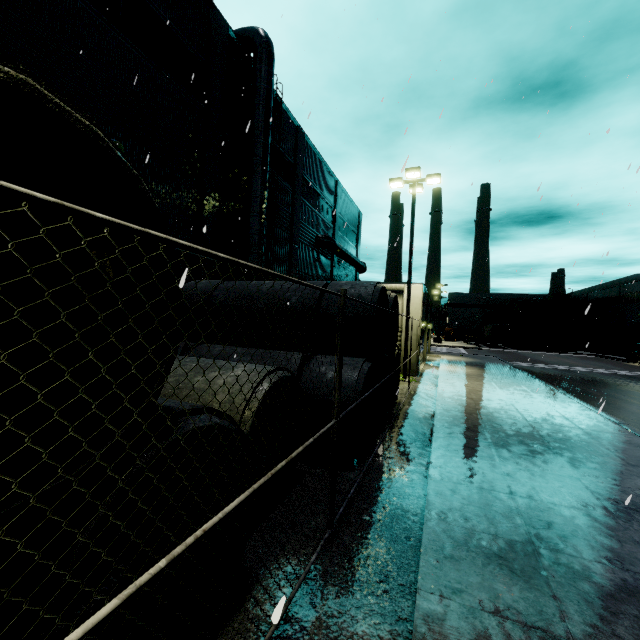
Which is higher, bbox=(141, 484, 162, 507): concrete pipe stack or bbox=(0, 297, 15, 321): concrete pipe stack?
bbox=(0, 297, 15, 321): concrete pipe stack

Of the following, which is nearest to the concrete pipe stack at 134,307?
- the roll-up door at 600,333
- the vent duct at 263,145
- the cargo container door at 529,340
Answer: the vent duct at 263,145

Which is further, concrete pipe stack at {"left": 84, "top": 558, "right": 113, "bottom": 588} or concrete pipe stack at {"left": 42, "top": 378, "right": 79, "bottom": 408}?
concrete pipe stack at {"left": 84, "top": 558, "right": 113, "bottom": 588}

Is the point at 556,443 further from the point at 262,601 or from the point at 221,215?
the point at 221,215

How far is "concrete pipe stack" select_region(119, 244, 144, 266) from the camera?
2.2m

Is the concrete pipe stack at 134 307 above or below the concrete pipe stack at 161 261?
below
